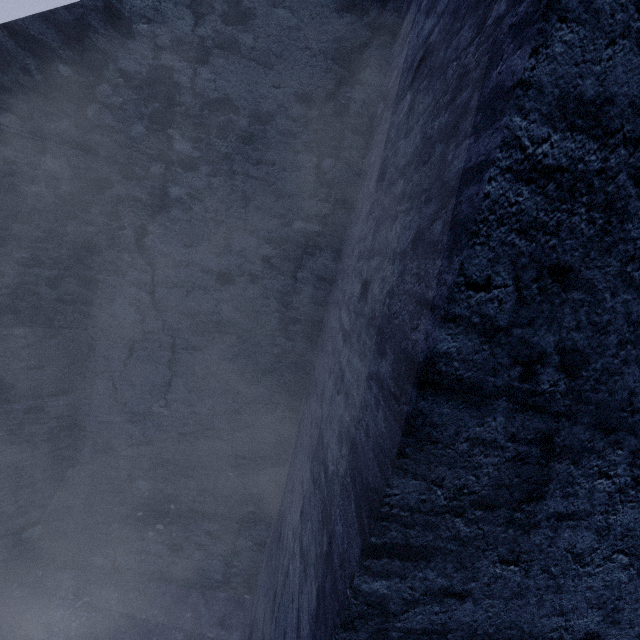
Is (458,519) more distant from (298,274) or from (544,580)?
(298,274)
